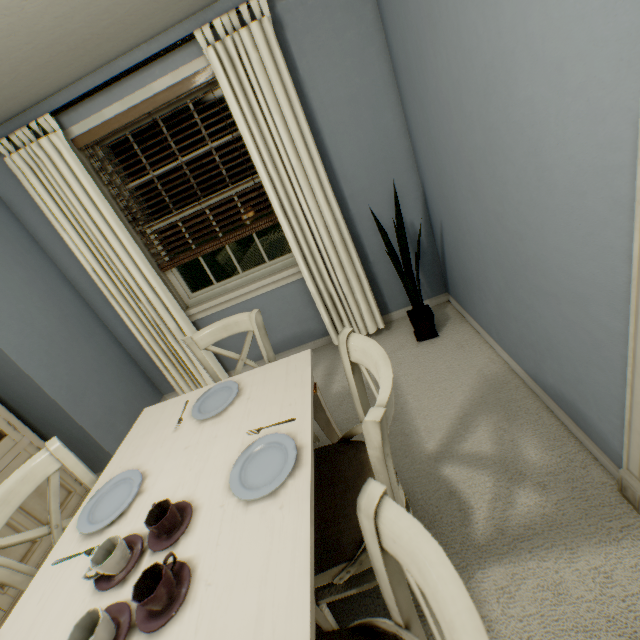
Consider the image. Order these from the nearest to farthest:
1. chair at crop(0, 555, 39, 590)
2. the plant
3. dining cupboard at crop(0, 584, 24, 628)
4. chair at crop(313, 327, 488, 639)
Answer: chair at crop(313, 327, 488, 639)
chair at crop(0, 555, 39, 590)
dining cupboard at crop(0, 584, 24, 628)
the plant

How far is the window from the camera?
2.14m

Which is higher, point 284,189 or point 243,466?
point 284,189

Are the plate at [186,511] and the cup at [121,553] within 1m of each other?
yes

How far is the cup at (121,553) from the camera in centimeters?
87cm

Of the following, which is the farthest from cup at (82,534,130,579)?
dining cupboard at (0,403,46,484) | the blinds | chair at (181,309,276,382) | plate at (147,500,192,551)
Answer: the blinds

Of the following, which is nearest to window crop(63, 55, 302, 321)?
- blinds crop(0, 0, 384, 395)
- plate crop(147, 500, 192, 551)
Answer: blinds crop(0, 0, 384, 395)

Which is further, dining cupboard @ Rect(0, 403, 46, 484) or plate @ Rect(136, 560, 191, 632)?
dining cupboard @ Rect(0, 403, 46, 484)
